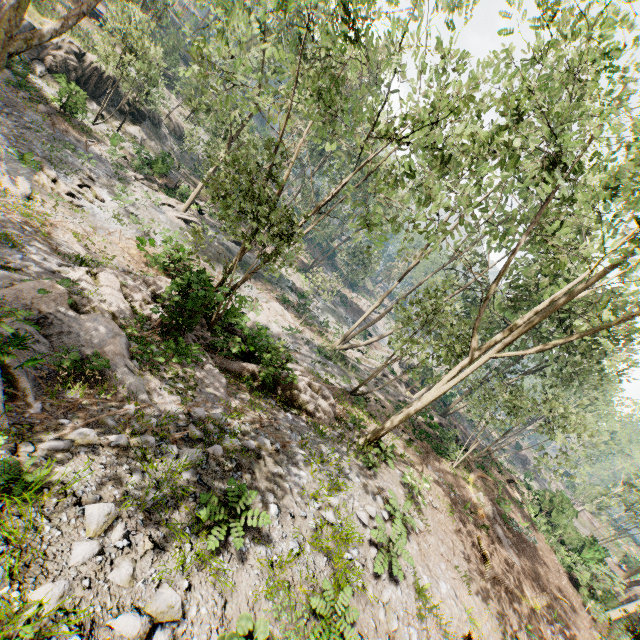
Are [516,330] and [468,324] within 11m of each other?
yes

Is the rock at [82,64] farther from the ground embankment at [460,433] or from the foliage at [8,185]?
the ground embankment at [460,433]

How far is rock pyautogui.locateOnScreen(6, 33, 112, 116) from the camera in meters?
23.2

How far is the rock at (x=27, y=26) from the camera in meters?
24.1 m

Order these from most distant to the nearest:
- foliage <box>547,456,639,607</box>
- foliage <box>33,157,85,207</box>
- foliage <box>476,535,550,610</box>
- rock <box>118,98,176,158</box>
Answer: rock <box>118,98,176,158</box> → foliage <box>547,456,639,607</box> → foliage <box>33,157,85,207</box> → foliage <box>476,535,550,610</box>

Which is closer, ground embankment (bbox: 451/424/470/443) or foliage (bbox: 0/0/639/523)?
foliage (bbox: 0/0/639/523)

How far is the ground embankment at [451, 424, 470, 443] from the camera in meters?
23.5 m

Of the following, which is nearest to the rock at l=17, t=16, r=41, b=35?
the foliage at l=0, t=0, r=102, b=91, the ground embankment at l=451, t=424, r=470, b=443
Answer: the foliage at l=0, t=0, r=102, b=91
